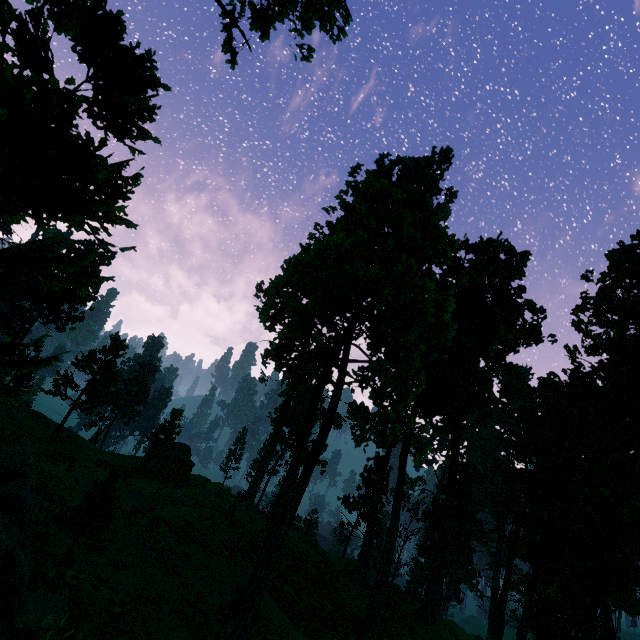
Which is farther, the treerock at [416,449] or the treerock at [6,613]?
the treerock at [416,449]

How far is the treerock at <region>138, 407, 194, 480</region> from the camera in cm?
3059

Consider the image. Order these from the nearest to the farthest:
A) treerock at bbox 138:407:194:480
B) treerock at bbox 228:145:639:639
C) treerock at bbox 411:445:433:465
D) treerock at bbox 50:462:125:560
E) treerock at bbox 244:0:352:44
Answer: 1. treerock at bbox 411:445:433:465
2. treerock at bbox 50:462:125:560
3. treerock at bbox 228:145:639:639
4. treerock at bbox 244:0:352:44
5. treerock at bbox 138:407:194:480

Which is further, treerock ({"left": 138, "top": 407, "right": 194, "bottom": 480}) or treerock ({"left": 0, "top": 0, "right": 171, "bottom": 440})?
treerock ({"left": 138, "top": 407, "right": 194, "bottom": 480})

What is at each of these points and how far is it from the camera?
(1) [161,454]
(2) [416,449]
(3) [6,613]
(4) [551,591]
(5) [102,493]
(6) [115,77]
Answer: (1) treerock, 31.31m
(2) treerock, 11.37m
(3) treerock, 6.95m
(4) treerock, 40.12m
(5) treerock, 13.40m
(6) treerock, 9.56m
